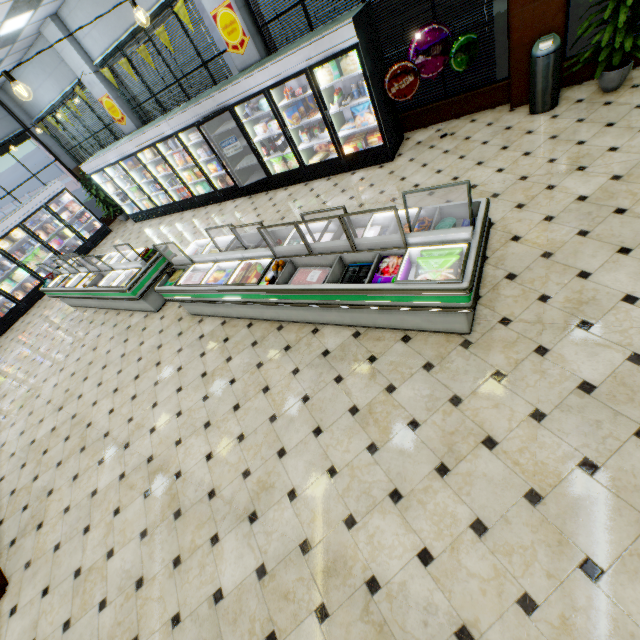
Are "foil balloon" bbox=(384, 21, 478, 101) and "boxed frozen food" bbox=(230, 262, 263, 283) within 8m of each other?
yes

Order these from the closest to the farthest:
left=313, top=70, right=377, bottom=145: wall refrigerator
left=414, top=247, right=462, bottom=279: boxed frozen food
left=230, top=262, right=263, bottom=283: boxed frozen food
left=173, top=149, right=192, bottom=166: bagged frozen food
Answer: left=414, top=247, right=462, bottom=279: boxed frozen food → left=230, top=262, right=263, bottom=283: boxed frozen food → left=313, top=70, right=377, bottom=145: wall refrigerator → left=173, top=149, right=192, bottom=166: bagged frozen food

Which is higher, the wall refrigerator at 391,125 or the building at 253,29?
the building at 253,29

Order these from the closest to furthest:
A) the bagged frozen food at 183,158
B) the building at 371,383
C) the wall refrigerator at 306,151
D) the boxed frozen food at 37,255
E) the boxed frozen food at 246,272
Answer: the building at 371,383 → the boxed frozen food at 246,272 → the wall refrigerator at 306,151 → the bagged frozen food at 183,158 → the boxed frozen food at 37,255

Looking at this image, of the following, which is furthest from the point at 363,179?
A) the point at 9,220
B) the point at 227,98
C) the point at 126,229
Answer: the point at 9,220

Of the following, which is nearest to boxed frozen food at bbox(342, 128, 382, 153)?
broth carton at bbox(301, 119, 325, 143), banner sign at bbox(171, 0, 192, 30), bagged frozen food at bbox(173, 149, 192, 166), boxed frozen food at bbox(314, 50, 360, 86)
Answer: broth carton at bbox(301, 119, 325, 143)

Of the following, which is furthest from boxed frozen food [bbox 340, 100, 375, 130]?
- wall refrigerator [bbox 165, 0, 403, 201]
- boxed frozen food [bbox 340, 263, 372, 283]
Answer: boxed frozen food [bbox 340, 263, 372, 283]

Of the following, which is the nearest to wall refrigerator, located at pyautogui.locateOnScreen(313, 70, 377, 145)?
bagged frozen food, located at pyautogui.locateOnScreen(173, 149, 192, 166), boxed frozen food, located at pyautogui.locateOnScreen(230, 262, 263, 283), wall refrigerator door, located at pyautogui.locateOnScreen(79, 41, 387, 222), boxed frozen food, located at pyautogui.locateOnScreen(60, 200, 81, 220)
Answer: wall refrigerator door, located at pyautogui.locateOnScreen(79, 41, 387, 222)
